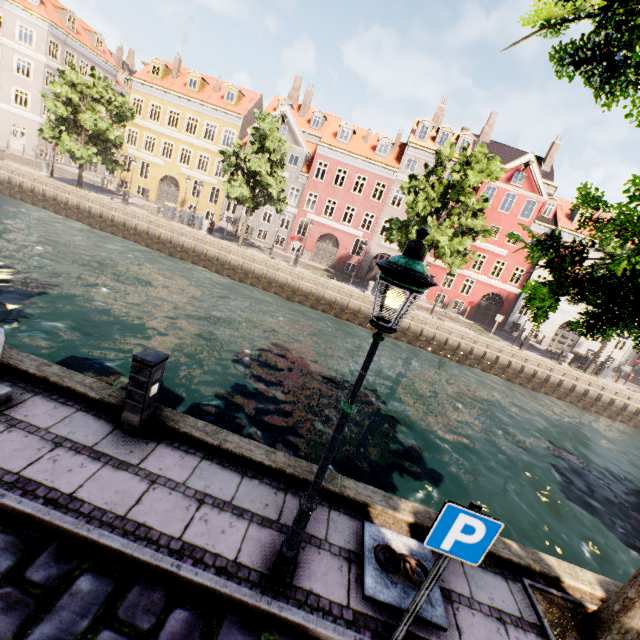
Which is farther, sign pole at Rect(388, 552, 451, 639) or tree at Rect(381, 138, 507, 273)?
tree at Rect(381, 138, 507, 273)

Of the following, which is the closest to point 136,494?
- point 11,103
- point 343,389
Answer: point 343,389

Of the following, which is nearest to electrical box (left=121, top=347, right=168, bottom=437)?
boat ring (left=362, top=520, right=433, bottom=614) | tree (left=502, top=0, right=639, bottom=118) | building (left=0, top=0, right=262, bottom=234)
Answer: boat ring (left=362, top=520, right=433, bottom=614)

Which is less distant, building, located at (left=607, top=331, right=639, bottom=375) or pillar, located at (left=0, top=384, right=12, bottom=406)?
pillar, located at (left=0, top=384, right=12, bottom=406)

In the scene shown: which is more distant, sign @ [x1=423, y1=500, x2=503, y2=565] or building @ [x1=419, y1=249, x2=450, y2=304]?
building @ [x1=419, y1=249, x2=450, y2=304]

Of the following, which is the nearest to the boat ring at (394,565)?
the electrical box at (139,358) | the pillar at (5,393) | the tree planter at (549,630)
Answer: the tree planter at (549,630)

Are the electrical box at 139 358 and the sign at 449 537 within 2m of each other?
no

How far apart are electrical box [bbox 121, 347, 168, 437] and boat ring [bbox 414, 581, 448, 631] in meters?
3.5 m
